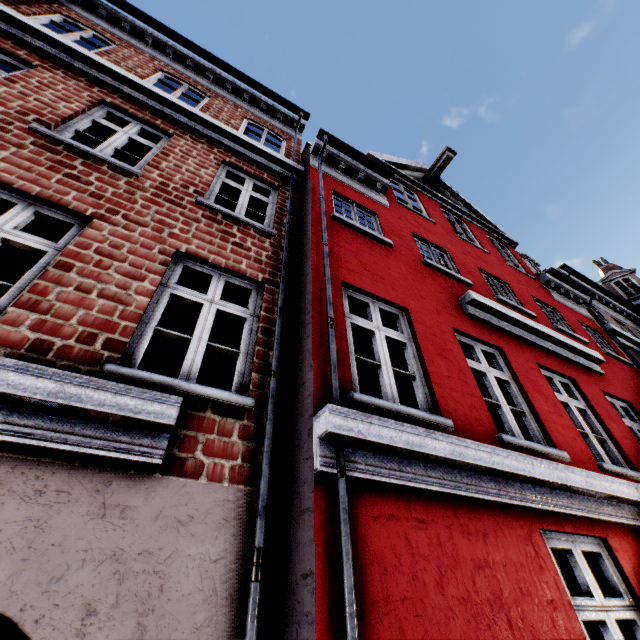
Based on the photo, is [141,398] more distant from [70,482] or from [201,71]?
[201,71]
